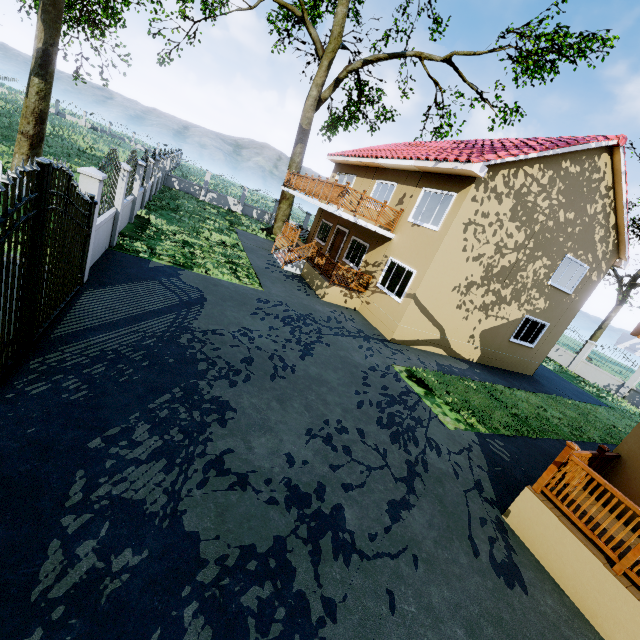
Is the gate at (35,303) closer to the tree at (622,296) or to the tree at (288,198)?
the tree at (288,198)

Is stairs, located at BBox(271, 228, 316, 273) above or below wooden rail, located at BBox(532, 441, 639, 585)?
below

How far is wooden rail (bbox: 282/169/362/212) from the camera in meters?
12.8 m

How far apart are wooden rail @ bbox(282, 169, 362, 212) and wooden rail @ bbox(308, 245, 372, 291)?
2.06m

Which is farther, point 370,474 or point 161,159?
point 161,159

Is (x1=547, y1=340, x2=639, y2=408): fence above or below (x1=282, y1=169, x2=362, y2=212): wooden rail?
below

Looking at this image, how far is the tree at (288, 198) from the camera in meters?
24.2

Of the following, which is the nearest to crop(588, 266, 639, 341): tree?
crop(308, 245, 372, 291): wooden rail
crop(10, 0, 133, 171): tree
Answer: crop(10, 0, 133, 171): tree
